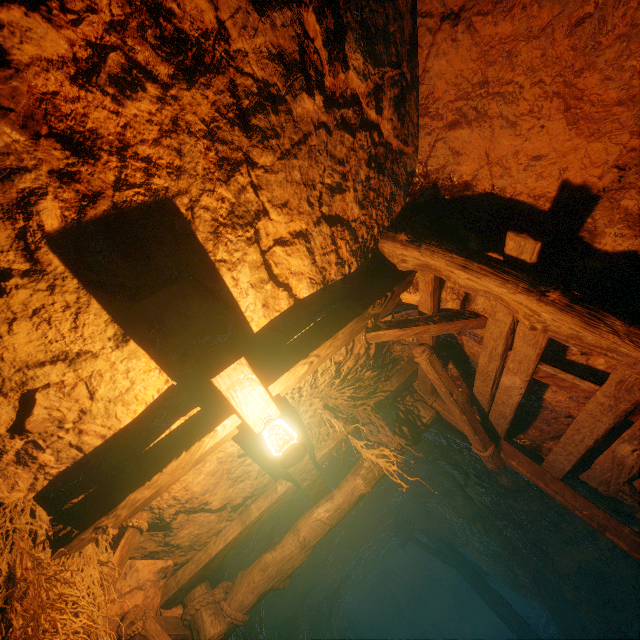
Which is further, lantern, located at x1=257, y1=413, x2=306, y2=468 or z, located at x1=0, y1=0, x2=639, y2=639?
lantern, located at x1=257, y1=413, x2=306, y2=468

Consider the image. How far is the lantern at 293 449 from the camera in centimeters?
A: 242cm

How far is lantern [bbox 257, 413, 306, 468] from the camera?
2.42m

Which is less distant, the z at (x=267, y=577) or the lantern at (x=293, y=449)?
the z at (x=267, y=577)

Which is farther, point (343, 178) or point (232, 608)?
point (232, 608)
